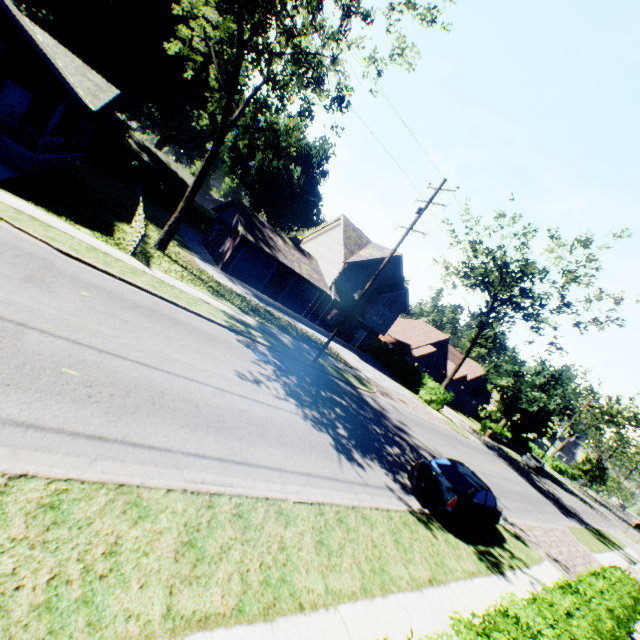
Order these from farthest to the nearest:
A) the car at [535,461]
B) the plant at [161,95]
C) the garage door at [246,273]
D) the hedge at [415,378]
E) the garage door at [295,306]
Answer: the car at [535,461]
the hedge at [415,378]
the garage door at [295,306]
the plant at [161,95]
the garage door at [246,273]

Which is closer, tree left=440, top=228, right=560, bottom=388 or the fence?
the fence

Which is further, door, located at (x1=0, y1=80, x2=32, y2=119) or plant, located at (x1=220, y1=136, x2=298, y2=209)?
plant, located at (x1=220, y1=136, x2=298, y2=209)

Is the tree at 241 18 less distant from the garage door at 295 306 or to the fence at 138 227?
the fence at 138 227

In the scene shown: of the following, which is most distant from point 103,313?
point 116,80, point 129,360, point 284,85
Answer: point 116,80

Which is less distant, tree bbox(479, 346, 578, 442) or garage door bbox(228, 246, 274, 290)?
garage door bbox(228, 246, 274, 290)

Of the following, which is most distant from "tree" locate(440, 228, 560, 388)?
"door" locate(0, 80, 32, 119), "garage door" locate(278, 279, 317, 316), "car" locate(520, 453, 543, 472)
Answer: "door" locate(0, 80, 32, 119)

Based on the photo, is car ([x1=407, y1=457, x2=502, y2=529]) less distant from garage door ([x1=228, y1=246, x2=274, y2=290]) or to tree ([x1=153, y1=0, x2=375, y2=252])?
tree ([x1=153, y1=0, x2=375, y2=252])
